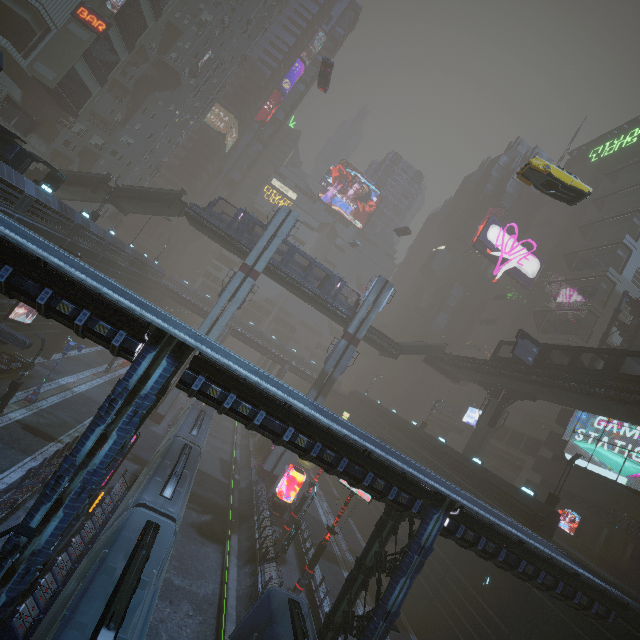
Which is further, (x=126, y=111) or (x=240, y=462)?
(x=126, y=111)

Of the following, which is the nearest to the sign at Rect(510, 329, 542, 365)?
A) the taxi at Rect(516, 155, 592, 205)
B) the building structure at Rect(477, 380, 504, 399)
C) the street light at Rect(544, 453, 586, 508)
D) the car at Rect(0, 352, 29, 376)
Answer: the building structure at Rect(477, 380, 504, 399)

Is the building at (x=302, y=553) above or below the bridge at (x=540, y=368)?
below

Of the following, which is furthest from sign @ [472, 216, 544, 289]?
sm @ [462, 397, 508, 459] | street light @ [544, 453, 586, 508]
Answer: street light @ [544, 453, 586, 508]

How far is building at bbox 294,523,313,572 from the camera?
24.8m

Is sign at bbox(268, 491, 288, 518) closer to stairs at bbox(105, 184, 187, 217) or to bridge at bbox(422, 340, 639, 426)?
bridge at bbox(422, 340, 639, 426)

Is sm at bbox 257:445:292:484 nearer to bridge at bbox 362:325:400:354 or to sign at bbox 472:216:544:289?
bridge at bbox 362:325:400:354

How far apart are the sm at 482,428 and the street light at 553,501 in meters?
9.4 m
